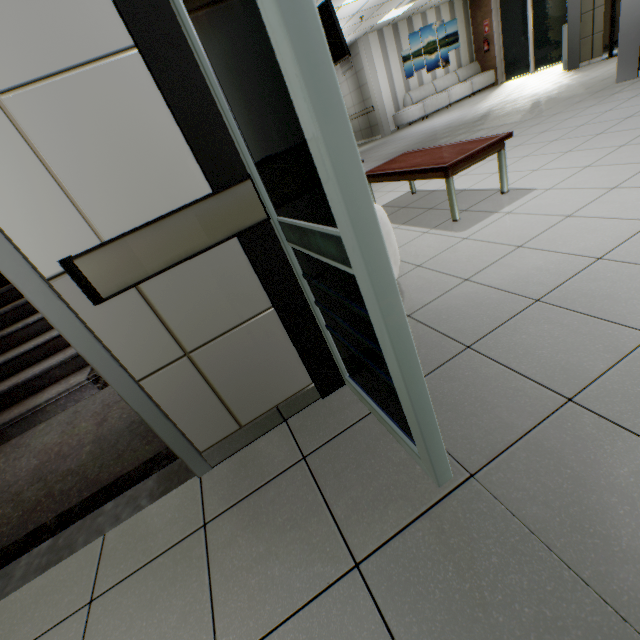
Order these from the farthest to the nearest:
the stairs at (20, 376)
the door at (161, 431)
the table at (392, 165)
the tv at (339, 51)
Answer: the tv at (339, 51), the table at (392, 165), the stairs at (20, 376), the door at (161, 431)

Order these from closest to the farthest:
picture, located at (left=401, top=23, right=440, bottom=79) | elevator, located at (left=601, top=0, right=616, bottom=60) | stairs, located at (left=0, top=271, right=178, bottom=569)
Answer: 1. stairs, located at (left=0, top=271, right=178, bottom=569)
2. elevator, located at (left=601, top=0, right=616, bottom=60)
3. picture, located at (left=401, top=23, right=440, bottom=79)

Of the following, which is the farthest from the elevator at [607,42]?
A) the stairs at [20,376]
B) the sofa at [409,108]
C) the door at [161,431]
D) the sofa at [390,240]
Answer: the door at [161,431]

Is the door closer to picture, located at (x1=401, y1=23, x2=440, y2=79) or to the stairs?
the stairs

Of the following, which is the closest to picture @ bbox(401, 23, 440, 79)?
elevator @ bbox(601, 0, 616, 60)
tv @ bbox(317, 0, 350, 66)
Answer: elevator @ bbox(601, 0, 616, 60)

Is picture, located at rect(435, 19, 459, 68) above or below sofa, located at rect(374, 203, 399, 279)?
above

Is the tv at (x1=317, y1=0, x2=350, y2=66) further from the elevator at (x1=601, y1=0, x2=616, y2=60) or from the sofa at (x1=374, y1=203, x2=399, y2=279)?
the elevator at (x1=601, y1=0, x2=616, y2=60)

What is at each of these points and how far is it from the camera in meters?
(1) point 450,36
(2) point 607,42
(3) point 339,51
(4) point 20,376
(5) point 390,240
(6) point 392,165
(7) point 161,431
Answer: (1) picture, 12.6 m
(2) elevator, 7.7 m
(3) tv, 5.8 m
(4) stairs, 3.0 m
(5) sofa, 2.1 m
(6) table, 3.8 m
(7) door, 1.5 m
